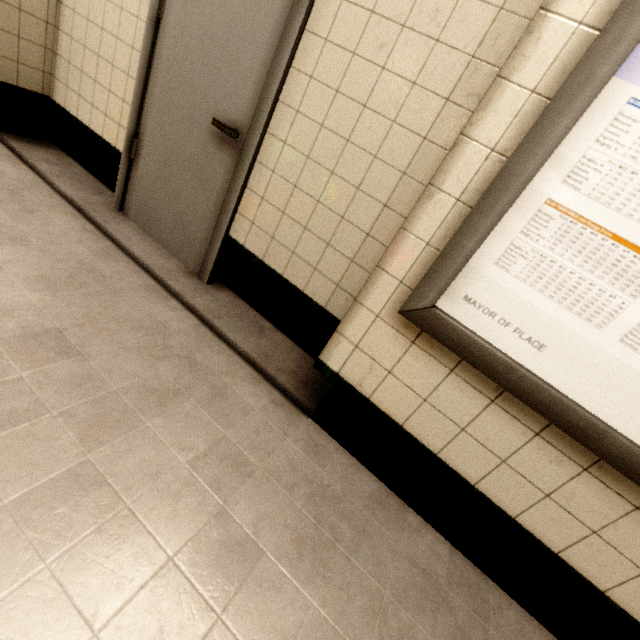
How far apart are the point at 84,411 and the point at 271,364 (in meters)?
0.81

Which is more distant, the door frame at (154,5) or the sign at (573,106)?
the door frame at (154,5)

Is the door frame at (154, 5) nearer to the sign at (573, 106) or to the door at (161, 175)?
the door at (161, 175)

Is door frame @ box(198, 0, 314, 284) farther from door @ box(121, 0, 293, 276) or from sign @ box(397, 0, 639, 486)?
sign @ box(397, 0, 639, 486)

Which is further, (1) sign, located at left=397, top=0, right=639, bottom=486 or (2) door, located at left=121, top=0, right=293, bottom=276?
(2) door, located at left=121, top=0, right=293, bottom=276

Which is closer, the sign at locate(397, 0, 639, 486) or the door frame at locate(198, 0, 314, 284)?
the sign at locate(397, 0, 639, 486)

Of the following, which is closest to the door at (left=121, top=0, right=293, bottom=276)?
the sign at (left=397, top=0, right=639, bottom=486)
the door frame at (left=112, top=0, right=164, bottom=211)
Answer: the door frame at (left=112, top=0, right=164, bottom=211)
